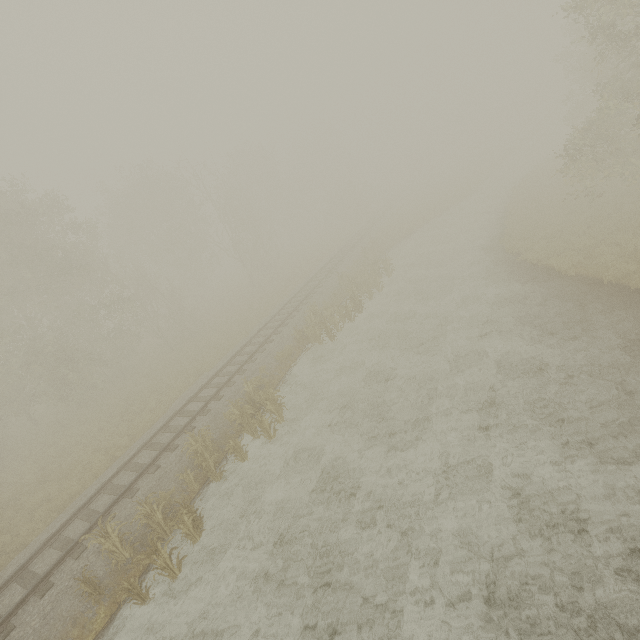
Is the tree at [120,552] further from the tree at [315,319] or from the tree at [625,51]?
the tree at [625,51]

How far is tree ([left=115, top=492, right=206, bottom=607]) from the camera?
8.21m

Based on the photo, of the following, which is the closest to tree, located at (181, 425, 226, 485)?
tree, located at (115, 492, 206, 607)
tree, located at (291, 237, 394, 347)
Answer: tree, located at (115, 492, 206, 607)

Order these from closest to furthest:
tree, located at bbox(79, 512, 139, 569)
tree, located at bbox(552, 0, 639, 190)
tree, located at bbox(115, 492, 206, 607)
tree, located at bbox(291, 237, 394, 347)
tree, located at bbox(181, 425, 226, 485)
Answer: tree, located at bbox(115, 492, 206, 607) < tree, located at bbox(79, 512, 139, 569) < tree, located at bbox(181, 425, 226, 485) < tree, located at bbox(552, 0, 639, 190) < tree, located at bbox(291, 237, 394, 347)

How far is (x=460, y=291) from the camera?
17.5 meters

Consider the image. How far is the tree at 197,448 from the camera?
10.9m

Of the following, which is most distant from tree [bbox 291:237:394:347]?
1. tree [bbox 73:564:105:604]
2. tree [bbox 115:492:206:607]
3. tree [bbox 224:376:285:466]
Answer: tree [bbox 73:564:105:604]

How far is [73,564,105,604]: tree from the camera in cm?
833
